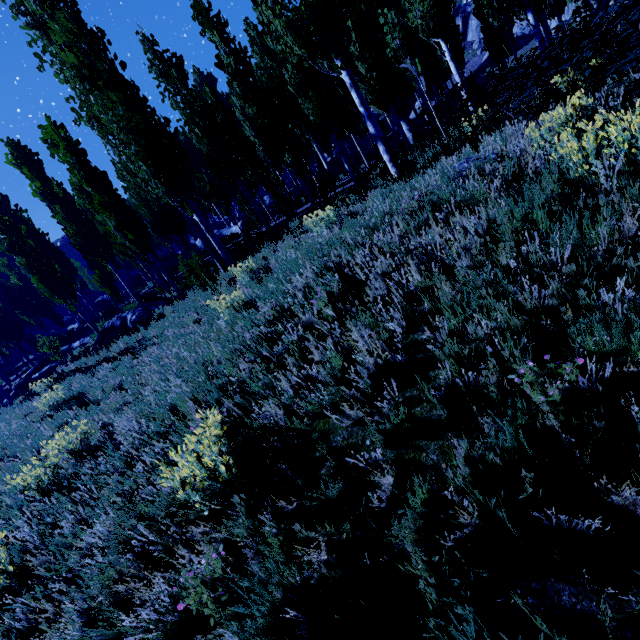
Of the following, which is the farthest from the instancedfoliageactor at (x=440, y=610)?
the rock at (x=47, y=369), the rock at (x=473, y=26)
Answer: the rock at (x=47, y=369)

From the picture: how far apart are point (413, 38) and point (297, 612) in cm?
1430

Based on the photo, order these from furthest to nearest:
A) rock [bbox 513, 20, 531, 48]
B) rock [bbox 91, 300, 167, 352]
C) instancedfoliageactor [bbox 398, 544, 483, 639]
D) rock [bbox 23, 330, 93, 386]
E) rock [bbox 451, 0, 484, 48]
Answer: rock [bbox 451, 0, 484, 48] → rock [bbox 513, 20, 531, 48] → rock [bbox 23, 330, 93, 386] → rock [bbox 91, 300, 167, 352] → instancedfoliageactor [bbox 398, 544, 483, 639]

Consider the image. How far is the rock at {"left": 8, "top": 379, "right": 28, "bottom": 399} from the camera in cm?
1948

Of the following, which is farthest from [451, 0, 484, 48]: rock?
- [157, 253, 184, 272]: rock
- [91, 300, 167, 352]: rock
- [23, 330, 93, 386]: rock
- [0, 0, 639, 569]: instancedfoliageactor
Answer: [23, 330, 93, 386]: rock

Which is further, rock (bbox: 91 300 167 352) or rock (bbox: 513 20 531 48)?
rock (bbox: 513 20 531 48)

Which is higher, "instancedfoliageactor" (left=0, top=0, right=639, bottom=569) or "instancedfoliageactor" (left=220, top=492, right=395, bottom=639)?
"instancedfoliageactor" (left=0, top=0, right=639, bottom=569)

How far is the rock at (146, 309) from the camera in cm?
1416
